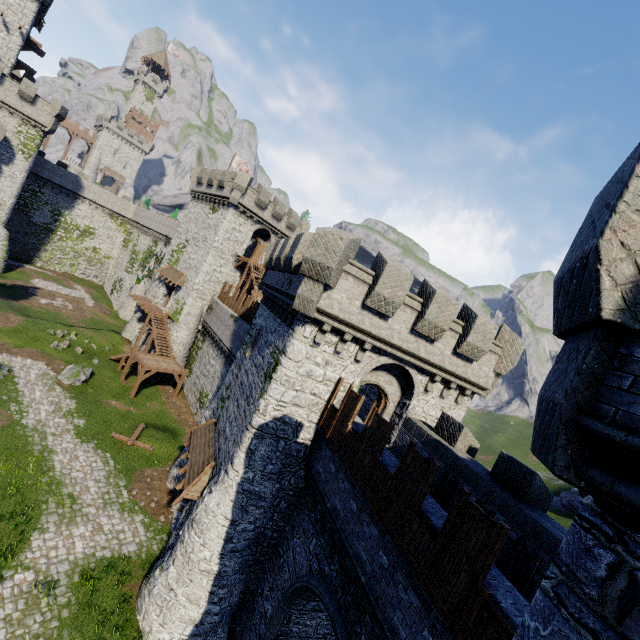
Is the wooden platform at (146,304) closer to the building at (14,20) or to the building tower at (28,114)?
the building tower at (28,114)

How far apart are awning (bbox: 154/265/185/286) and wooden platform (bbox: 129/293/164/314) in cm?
309

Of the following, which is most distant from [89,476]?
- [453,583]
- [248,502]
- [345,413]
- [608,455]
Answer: [608,455]

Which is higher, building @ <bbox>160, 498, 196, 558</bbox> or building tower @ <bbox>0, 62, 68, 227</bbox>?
building tower @ <bbox>0, 62, 68, 227</bbox>

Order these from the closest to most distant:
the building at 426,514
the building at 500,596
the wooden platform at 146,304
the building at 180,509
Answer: the building at 500,596
the building at 426,514
the building at 180,509
the wooden platform at 146,304

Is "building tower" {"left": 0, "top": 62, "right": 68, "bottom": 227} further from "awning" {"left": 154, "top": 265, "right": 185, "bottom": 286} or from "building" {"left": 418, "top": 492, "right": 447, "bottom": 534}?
"building" {"left": 418, "top": 492, "right": 447, "bottom": 534}

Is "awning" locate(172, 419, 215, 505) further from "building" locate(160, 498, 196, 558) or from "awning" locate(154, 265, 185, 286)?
"awning" locate(154, 265, 185, 286)

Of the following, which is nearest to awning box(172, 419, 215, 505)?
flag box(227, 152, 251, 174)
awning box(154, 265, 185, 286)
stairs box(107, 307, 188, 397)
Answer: stairs box(107, 307, 188, 397)
